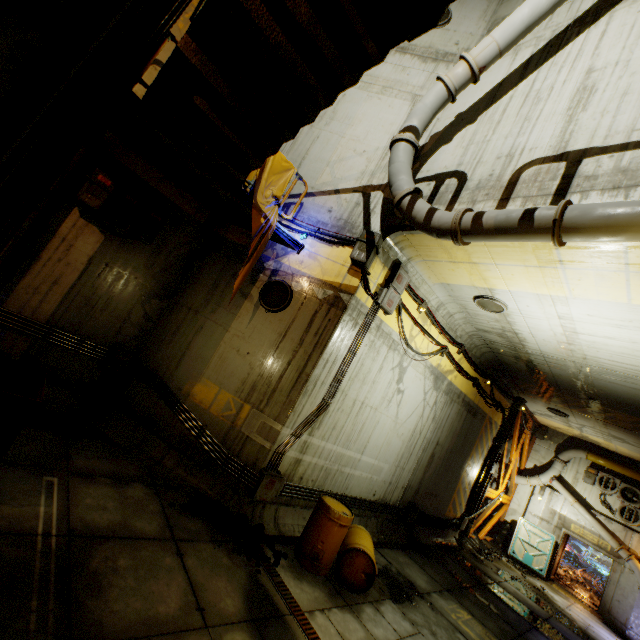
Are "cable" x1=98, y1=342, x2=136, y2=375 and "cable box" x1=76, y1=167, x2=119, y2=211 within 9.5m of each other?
yes

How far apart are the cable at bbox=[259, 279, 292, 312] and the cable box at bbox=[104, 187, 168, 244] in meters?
2.6 m

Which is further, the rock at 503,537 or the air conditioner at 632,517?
the air conditioner at 632,517

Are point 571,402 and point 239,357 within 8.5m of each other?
no

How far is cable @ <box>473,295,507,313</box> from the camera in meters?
8.0

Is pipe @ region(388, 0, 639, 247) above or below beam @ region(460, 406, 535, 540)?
above

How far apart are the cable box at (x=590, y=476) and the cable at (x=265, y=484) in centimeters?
1762cm

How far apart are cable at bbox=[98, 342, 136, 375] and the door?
19.4 meters
